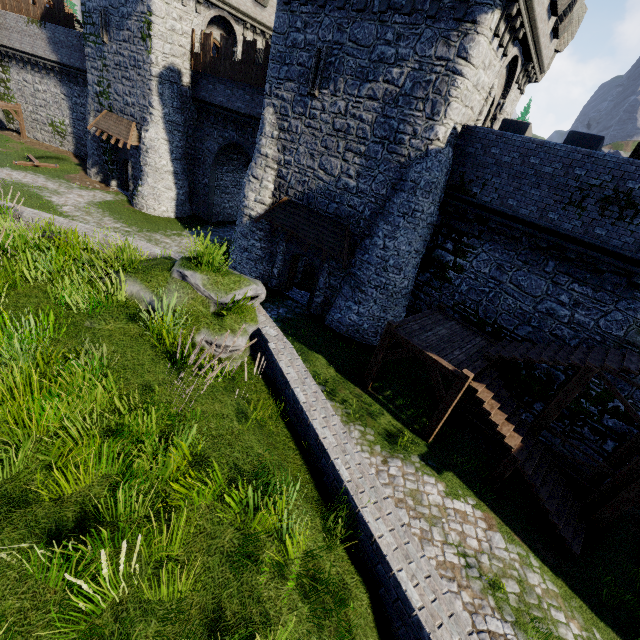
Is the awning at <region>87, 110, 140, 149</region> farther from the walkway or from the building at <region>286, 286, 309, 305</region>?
the walkway

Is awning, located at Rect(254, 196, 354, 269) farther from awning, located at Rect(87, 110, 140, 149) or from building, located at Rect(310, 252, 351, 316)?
awning, located at Rect(87, 110, 140, 149)

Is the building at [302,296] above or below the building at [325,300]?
below

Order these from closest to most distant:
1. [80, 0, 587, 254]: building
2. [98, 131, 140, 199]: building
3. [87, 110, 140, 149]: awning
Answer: [80, 0, 587, 254]: building → [87, 110, 140, 149]: awning → [98, 131, 140, 199]: building

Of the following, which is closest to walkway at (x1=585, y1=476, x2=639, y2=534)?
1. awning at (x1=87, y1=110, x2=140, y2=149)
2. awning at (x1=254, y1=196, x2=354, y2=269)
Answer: awning at (x1=254, y1=196, x2=354, y2=269)

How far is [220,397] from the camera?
5.18m

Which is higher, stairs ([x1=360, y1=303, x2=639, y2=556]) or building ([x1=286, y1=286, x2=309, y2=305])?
stairs ([x1=360, y1=303, x2=639, y2=556])

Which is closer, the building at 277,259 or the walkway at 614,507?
the walkway at 614,507
